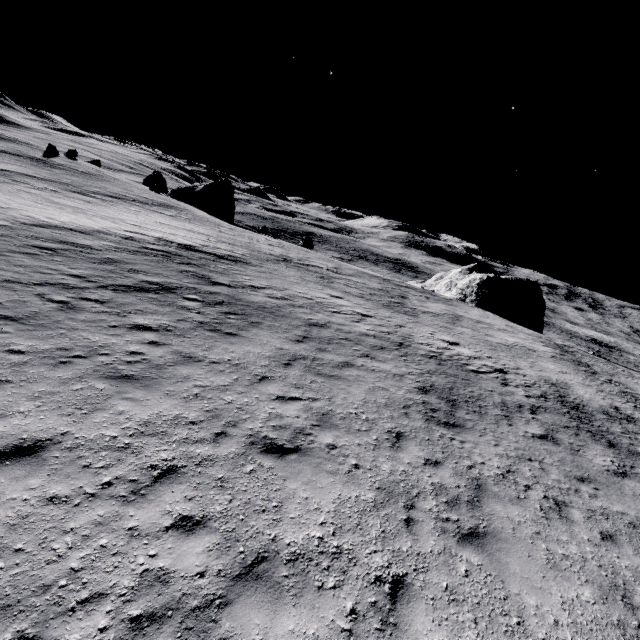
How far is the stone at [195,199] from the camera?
51.9 meters

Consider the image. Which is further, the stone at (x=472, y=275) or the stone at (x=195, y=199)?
the stone at (x=195, y=199)

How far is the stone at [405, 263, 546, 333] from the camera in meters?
38.8

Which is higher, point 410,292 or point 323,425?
point 410,292

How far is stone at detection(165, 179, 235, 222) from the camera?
51.9m

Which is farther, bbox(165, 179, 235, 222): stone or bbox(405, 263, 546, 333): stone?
bbox(165, 179, 235, 222): stone
